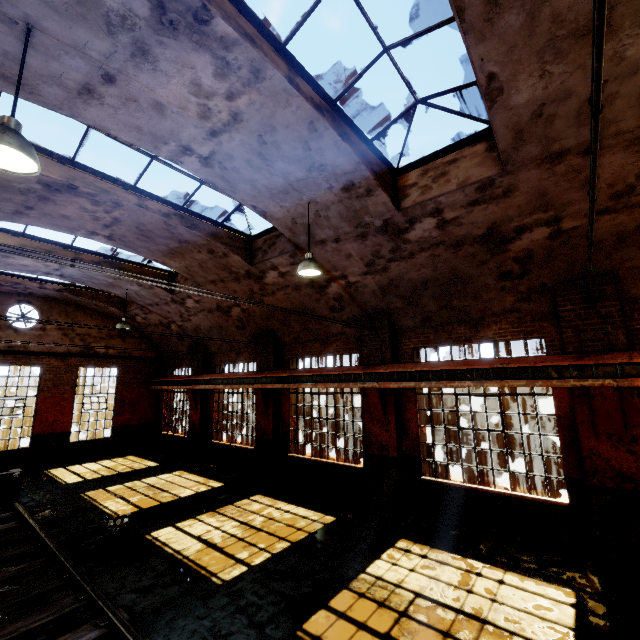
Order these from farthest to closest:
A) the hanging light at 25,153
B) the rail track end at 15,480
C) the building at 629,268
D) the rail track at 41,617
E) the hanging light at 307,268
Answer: the rail track end at 15,480
the hanging light at 307,268
the rail track at 41,617
the building at 629,268
the hanging light at 25,153

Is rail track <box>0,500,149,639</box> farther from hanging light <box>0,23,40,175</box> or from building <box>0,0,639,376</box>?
hanging light <box>0,23,40,175</box>

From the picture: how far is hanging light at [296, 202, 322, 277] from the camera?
6.62m

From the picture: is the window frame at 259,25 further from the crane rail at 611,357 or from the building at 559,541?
the crane rail at 611,357

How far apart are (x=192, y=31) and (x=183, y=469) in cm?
1460

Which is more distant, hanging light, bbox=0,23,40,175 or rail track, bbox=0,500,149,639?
rail track, bbox=0,500,149,639

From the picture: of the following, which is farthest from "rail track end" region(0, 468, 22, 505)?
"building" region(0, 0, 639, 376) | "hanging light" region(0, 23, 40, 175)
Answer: "hanging light" region(0, 23, 40, 175)

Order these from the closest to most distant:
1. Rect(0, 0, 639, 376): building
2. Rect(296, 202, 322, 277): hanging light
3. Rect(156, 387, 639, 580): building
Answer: Rect(0, 0, 639, 376): building
Rect(156, 387, 639, 580): building
Rect(296, 202, 322, 277): hanging light
